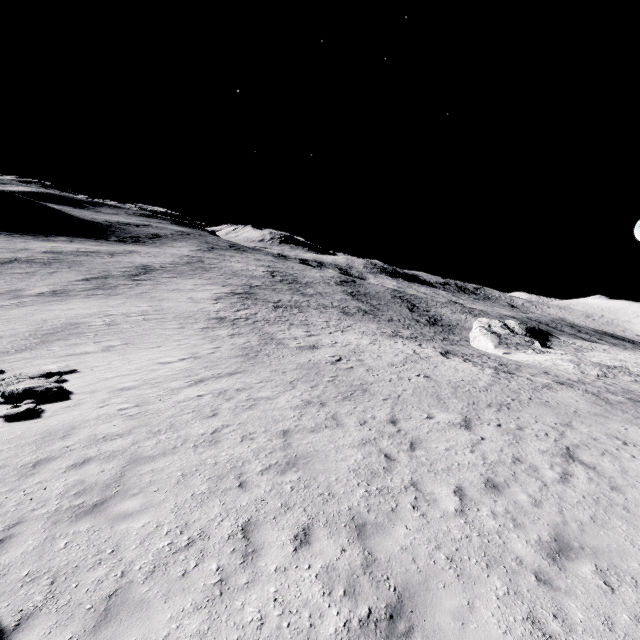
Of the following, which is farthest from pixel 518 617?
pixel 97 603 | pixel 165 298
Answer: pixel 165 298

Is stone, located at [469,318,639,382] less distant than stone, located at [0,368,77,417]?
No

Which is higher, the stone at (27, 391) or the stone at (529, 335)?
the stone at (529, 335)

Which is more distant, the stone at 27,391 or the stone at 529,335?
the stone at 529,335

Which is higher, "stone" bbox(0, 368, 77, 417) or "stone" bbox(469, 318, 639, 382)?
"stone" bbox(469, 318, 639, 382)
